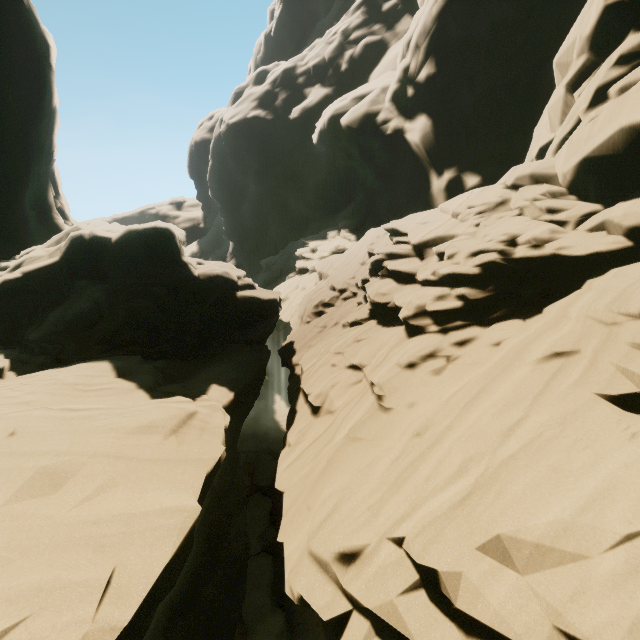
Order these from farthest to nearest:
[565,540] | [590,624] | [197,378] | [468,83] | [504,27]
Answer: [468,83]
[504,27]
[197,378]
[565,540]
[590,624]
